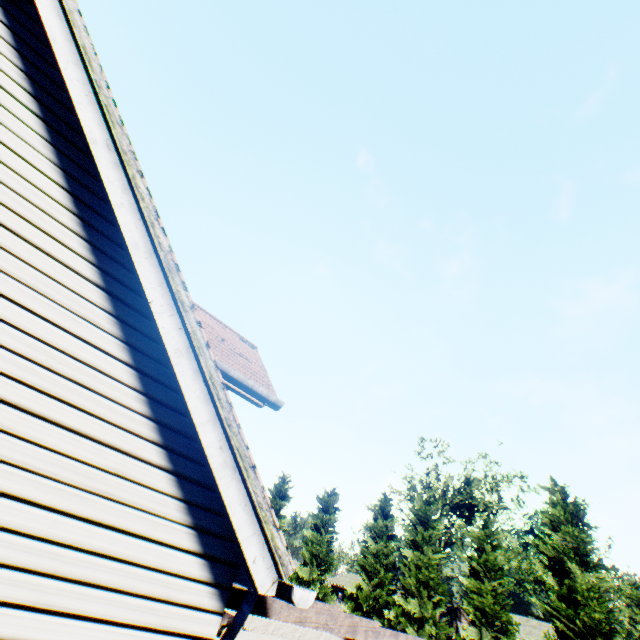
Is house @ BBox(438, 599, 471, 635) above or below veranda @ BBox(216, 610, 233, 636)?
above

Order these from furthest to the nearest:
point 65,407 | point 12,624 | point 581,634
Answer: point 581,634 < point 65,407 < point 12,624

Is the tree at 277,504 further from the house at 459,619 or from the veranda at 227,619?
the veranda at 227,619

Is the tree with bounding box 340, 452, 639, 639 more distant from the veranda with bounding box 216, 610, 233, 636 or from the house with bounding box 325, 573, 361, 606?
the veranda with bounding box 216, 610, 233, 636

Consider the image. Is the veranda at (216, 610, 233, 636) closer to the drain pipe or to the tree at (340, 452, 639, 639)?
the drain pipe

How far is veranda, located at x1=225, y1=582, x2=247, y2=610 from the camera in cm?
299

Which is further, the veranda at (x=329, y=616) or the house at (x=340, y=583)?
the house at (x=340, y=583)

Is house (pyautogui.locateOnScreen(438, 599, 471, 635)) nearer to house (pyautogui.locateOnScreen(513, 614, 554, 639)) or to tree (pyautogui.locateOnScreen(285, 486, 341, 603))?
house (pyautogui.locateOnScreen(513, 614, 554, 639))
